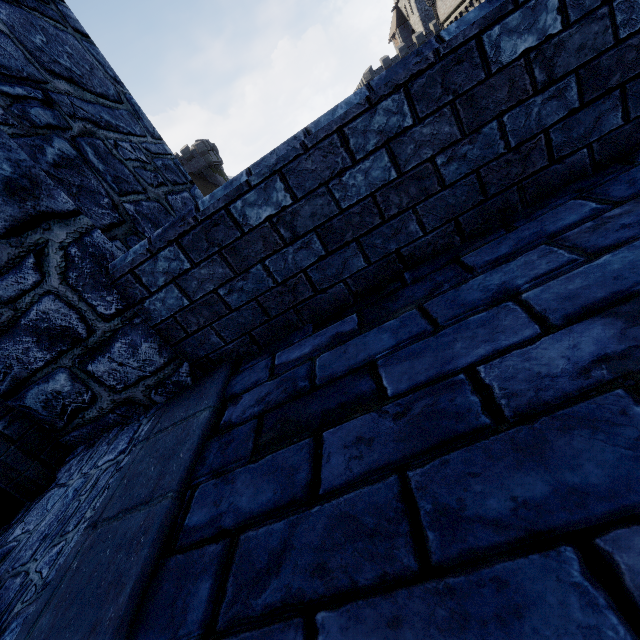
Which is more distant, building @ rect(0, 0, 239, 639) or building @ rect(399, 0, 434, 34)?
building @ rect(399, 0, 434, 34)

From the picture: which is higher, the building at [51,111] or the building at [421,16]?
the building at [421,16]

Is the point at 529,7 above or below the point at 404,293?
above

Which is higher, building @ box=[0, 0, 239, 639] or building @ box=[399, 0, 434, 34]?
building @ box=[399, 0, 434, 34]

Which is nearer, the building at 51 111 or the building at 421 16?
the building at 51 111
